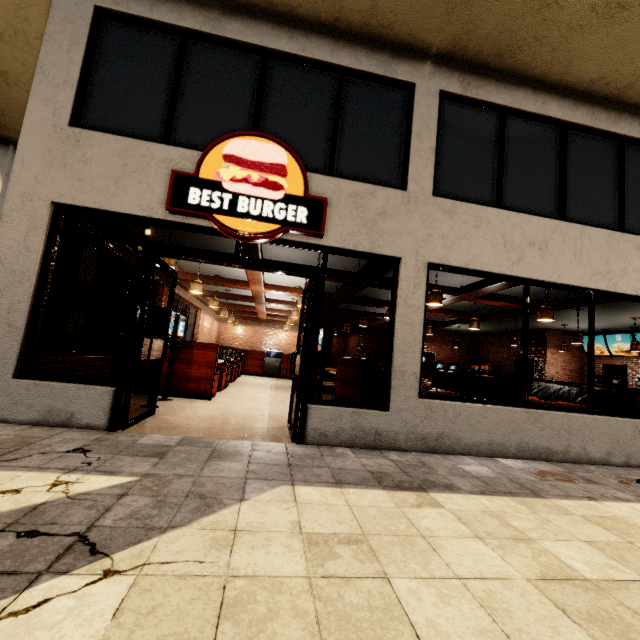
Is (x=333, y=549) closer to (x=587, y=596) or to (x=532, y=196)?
(x=587, y=596)

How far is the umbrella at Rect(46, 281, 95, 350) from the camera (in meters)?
6.85

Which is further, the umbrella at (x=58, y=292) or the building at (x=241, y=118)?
the umbrella at (x=58, y=292)

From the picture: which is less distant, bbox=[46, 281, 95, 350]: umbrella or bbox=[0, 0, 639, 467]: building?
bbox=[0, 0, 639, 467]: building
